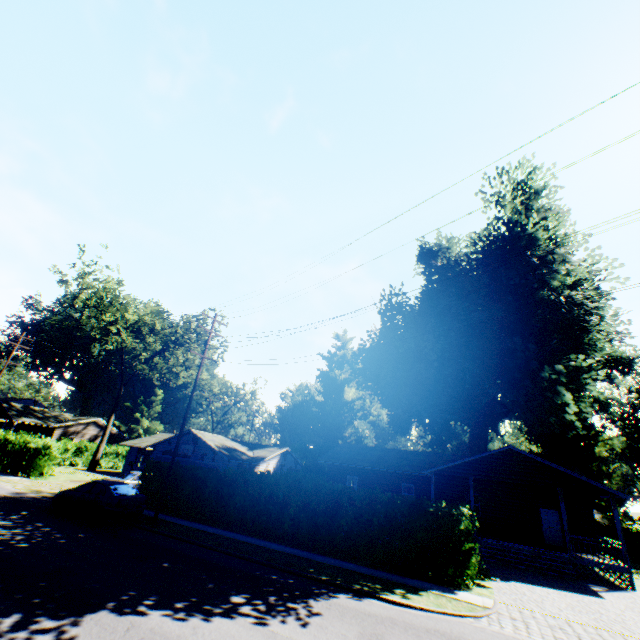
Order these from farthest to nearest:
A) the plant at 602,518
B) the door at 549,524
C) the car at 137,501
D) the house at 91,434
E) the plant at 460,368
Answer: the house at 91,434, the plant at 602,518, the plant at 460,368, the door at 549,524, the car at 137,501

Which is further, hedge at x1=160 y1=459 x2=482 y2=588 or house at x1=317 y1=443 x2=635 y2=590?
house at x1=317 y1=443 x2=635 y2=590

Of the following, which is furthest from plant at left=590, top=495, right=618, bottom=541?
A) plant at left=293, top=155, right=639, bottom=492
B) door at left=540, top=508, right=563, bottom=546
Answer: plant at left=293, top=155, right=639, bottom=492

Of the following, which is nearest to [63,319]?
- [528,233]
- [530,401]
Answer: [528,233]

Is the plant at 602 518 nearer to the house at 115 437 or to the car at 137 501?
the car at 137 501

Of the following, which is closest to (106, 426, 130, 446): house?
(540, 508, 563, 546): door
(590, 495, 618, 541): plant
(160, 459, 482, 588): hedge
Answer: (160, 459, 482, 588): hedge

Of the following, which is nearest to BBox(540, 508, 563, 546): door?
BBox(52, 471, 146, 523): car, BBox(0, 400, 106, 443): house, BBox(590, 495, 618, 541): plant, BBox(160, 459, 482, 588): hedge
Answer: BBox(160, 459, 482, 588): hedge

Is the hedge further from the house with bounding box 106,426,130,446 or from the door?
the house with bounding box 106,426,130,446
